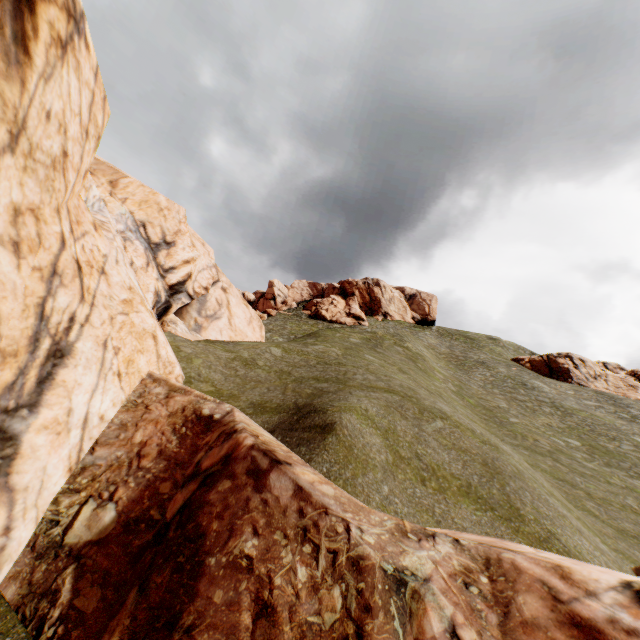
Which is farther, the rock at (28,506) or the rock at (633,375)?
the rock at (633,375)

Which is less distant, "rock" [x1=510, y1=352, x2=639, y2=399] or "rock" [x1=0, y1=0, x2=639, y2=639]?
"rock" [x1=0, y1=0, x2=639, y2=639]

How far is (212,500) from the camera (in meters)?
4.82

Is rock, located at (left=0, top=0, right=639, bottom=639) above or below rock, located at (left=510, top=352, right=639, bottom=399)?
below

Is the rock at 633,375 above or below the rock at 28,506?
above
